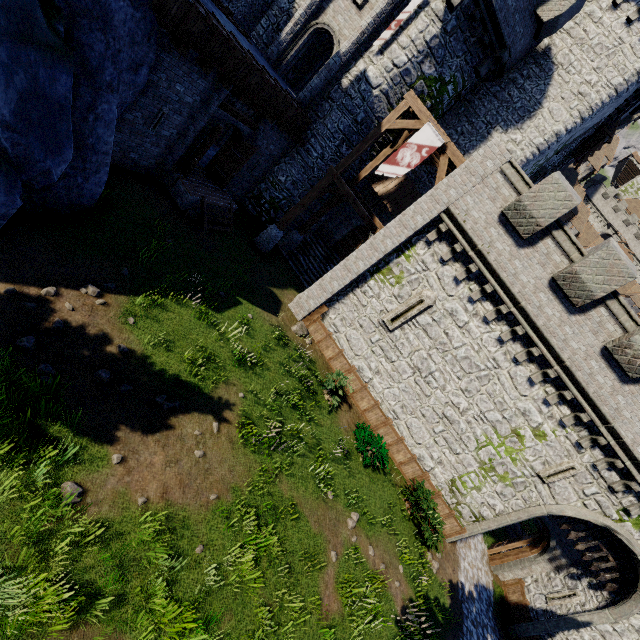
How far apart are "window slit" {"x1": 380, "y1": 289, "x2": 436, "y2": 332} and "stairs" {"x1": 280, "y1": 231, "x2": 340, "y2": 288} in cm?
525

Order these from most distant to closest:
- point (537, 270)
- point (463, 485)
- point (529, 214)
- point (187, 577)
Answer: point (463, 485), point (537, 270), point (529, 214), point (187, 577)

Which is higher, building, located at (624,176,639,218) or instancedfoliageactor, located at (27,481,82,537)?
building, located at (624,176,639,218)

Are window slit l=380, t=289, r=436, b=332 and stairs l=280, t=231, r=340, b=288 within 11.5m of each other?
yes

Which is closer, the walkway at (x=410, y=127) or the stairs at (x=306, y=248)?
the walkway at (x=410, y=127)

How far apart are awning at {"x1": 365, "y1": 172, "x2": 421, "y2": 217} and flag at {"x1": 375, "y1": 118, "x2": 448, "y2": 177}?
4.5 meters

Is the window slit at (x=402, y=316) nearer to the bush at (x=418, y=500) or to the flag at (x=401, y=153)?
the flag at (x=401, y=153)

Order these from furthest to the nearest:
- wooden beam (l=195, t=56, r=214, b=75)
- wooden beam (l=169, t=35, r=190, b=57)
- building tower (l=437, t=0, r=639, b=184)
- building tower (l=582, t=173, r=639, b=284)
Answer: building tower (l=582, t=173, r=639, b=284)
building tower (l=437, t=0, r=639, b=184)
wooden beam (l=195, t=56, r=214, b=75)
wooden beam (l=169, t=35, r=190, b=57)
